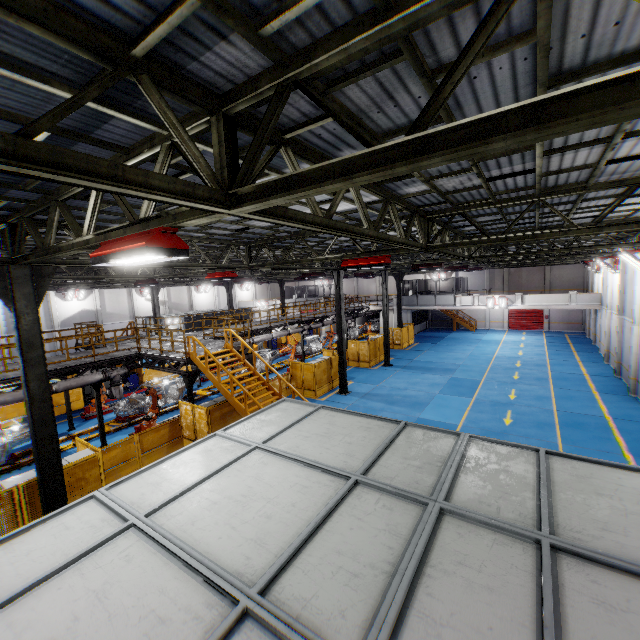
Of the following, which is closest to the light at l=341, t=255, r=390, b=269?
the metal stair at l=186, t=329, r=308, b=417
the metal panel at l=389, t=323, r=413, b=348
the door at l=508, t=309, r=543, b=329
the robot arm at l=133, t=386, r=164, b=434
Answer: the metal stair at l=186, t=329, r=308, b=417

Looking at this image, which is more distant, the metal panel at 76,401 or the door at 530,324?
the door at 530,324

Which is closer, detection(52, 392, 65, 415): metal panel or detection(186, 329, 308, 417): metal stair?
detection(186, 329, 308, 417): metal stair

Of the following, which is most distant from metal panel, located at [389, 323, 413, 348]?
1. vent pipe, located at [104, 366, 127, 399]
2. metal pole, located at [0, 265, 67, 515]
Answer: vent pipe, located at [104, 366, 127, 399]

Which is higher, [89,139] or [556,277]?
[89,139]

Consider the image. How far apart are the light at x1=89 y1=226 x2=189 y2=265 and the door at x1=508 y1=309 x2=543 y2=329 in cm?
4545

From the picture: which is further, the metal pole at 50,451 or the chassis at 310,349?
the chassis at 310,349

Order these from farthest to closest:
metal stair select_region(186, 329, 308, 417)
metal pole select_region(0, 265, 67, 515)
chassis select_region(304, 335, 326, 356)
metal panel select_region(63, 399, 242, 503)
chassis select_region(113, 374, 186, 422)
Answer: chassis select_region(304, 335, 326, 356)
chassis select_region(113, 374, 186, 422)
metal stair select_region(186, 329, 308, 417)
metal panel select_region(63, 399, 242, 503)
metal pole select_region(0, 265, 67, 515)
